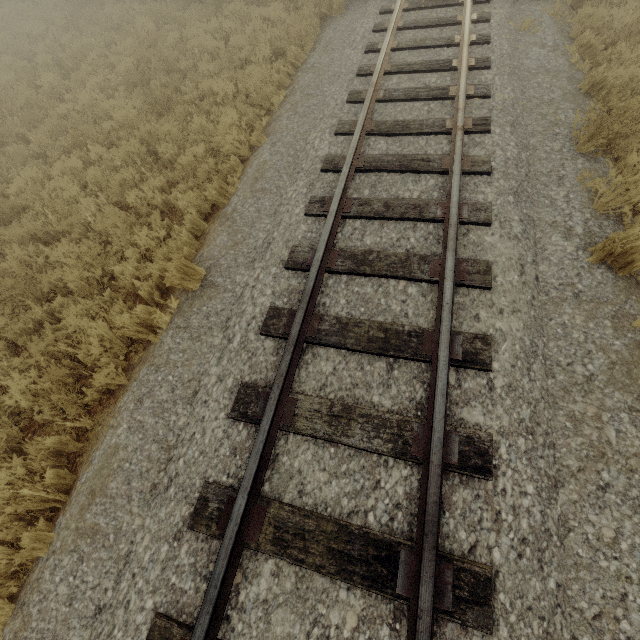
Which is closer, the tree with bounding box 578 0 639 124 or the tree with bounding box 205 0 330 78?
the tree with bounding box 578 0 639 124

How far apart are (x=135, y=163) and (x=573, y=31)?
9.6m

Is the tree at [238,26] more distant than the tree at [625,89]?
Yes
